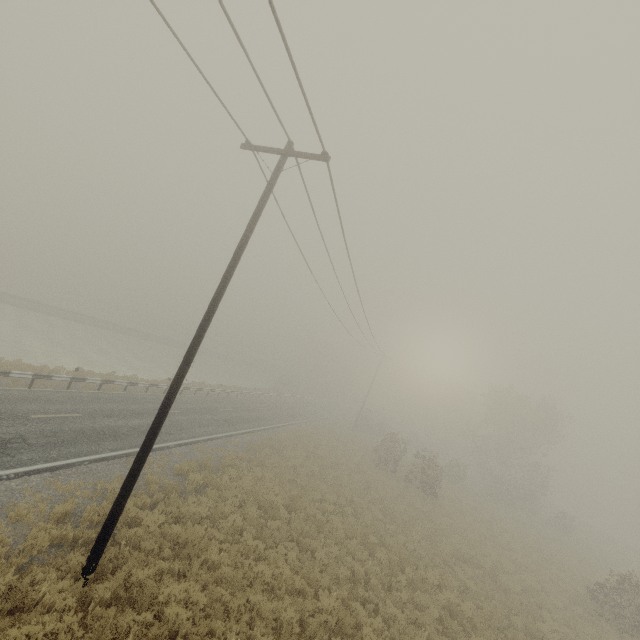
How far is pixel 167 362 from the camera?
47.3 meters

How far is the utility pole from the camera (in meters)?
7.59

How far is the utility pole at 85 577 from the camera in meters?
7.6
